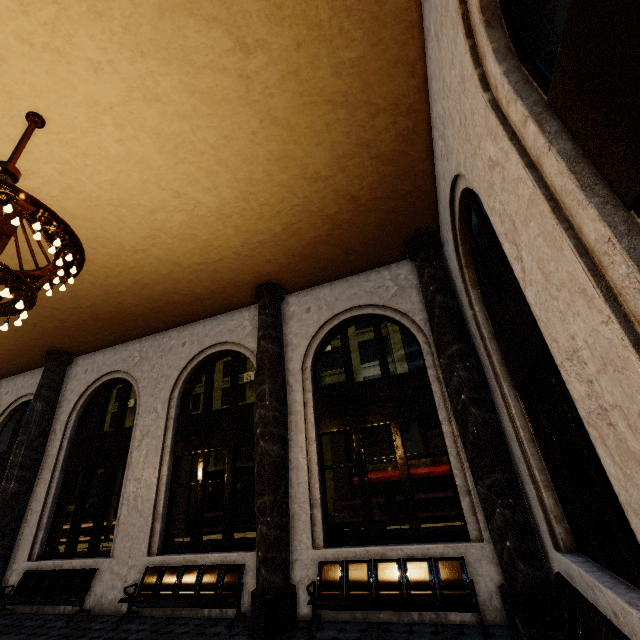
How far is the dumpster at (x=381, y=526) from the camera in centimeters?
780cm

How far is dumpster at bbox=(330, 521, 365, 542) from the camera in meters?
8.0 m

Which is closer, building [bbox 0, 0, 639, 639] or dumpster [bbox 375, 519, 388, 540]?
building [bbox 0, 0, 639, 639]

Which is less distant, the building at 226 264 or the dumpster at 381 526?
the building at 226 264

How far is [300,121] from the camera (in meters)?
4.72
